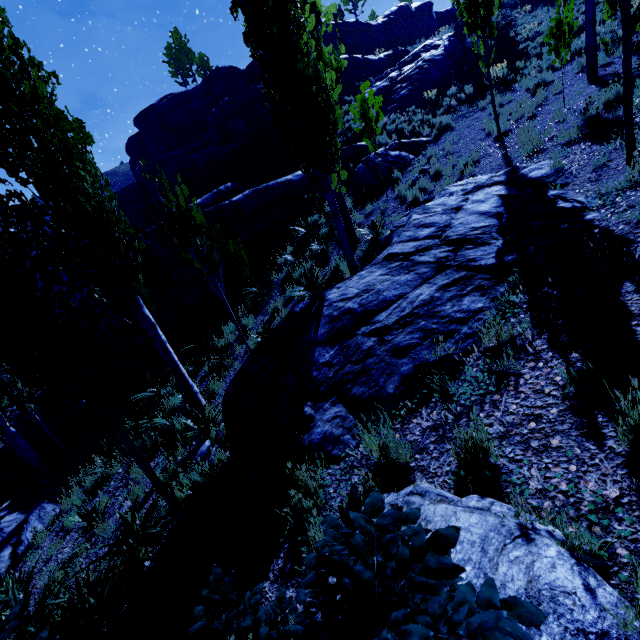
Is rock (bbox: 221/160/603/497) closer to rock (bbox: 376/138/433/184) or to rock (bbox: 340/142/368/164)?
rock (bbox: 376/138/433/184)

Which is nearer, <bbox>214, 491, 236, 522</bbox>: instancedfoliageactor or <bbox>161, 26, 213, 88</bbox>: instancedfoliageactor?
<bbox>214, 491, 236, 522</bbox>: instancedfoliageactor

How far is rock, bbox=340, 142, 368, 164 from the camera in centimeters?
1514cm

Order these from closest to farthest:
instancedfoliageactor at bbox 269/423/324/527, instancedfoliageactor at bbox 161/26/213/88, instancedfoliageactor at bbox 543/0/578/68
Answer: instancedfoliageactor at bbox 269/423/324/527 → instancedfoliageactor at bbox 543/0/578/68 → instancedfoliageactor at bbox 161/26/213/88

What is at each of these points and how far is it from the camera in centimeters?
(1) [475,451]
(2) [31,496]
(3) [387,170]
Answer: (1) instancedfoliageactor, 258cm
(2) rock, 985cm
(3) rock, 1252cm

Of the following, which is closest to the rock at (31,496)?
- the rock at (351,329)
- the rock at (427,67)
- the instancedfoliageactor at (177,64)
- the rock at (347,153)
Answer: the rock at (347,153)

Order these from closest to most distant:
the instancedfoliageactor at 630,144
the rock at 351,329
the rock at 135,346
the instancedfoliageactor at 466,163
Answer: the rock at 351,329, the instancedfoliageactor at 630,144, the instancedfoliageactor at 466,163, the rock at 135,346
